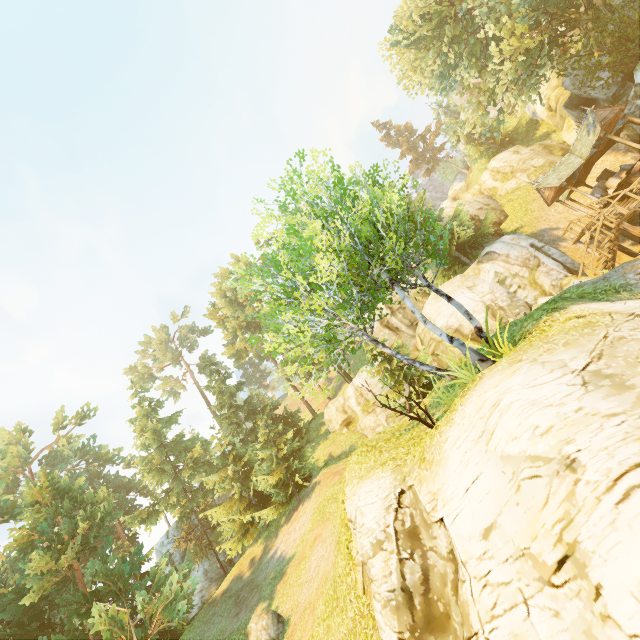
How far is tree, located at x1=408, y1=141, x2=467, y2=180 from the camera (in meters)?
56.25

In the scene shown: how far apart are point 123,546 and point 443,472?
47.4 meters

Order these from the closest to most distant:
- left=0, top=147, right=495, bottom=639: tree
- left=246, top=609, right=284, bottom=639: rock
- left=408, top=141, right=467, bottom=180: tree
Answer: left=0, top=147, right=495, bottom=639: tree < left=246, top=609, right=284, bottom=639: rock < left=408, top=141, right=467, bottom=180: tree

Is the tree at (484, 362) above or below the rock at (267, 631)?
above

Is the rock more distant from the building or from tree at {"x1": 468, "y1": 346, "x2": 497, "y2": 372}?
the building

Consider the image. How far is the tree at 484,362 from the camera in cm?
820

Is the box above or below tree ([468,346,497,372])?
above

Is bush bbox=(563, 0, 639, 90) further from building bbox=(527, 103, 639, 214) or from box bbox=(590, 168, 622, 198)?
box bbox=(590, 168, 622, 198)
